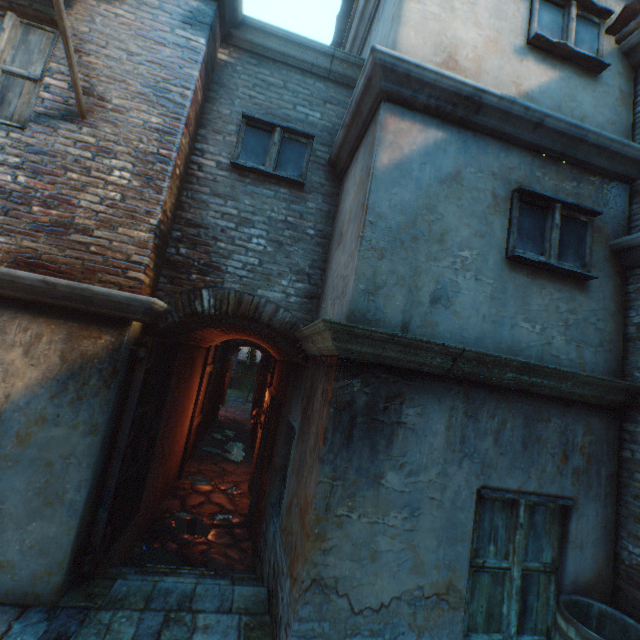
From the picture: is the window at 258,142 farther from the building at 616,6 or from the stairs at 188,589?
the stairs at 188,589

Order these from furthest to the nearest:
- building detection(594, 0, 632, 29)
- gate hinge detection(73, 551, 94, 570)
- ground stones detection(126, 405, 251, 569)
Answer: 1. ground stones detection(126, 405, 251, 569)
2. building detection(594, 0, 632, 29)
3. gate hinge detection(73, 551, 94, 570)

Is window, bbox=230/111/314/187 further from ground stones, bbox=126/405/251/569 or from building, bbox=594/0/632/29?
ground stones, bbox=126/405/251/569

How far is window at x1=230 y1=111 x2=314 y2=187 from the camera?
4.3m

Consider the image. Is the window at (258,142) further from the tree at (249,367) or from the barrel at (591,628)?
the tree at (249,367)

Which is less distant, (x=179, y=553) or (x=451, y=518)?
(x=451, y=518)

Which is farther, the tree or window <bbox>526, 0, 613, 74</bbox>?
the tree

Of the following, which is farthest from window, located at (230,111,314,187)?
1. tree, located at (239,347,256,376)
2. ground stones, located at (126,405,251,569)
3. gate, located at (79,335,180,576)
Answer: tree, located at (239,347,256,376)
